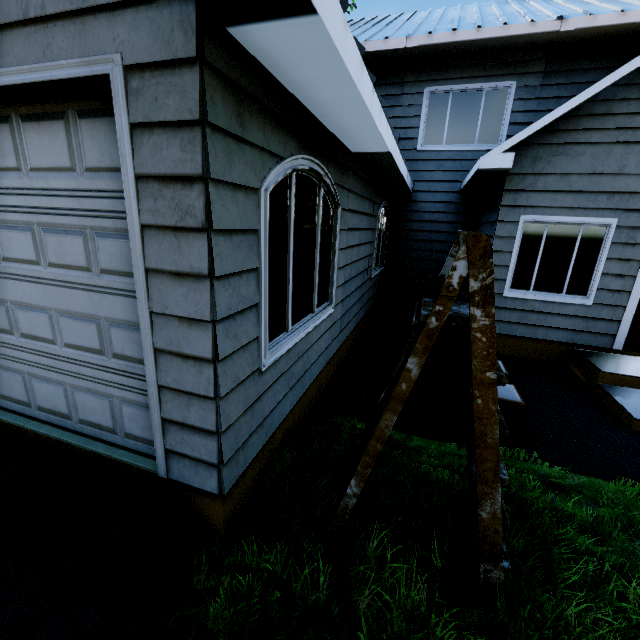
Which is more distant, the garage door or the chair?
the chair

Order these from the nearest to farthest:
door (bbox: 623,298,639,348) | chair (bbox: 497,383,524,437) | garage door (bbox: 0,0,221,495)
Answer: garage door (bbox: 0,0,221,495), chair (bbox: 497,383,524,437), door (bbox: 623,298,639,348)

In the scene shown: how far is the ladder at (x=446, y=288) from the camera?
1.7m

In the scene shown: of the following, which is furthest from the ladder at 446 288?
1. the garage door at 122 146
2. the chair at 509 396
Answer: the chair at 509 396

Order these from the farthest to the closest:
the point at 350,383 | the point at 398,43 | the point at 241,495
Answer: the point at 398,43
the point at 350,383
the point at 241,495

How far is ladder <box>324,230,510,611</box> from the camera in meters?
1.7

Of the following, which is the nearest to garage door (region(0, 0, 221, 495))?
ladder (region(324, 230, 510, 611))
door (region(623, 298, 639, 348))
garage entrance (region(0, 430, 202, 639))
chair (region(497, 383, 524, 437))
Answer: garage entrance (region(0, 430, 202, 639))

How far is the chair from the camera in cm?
362
